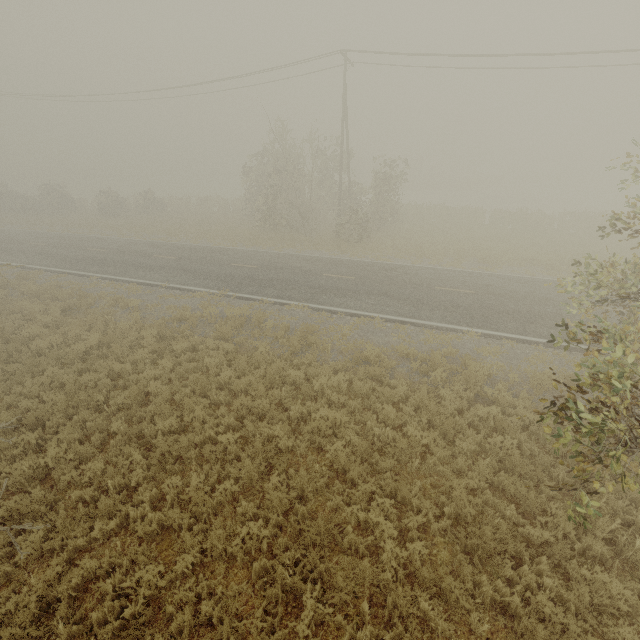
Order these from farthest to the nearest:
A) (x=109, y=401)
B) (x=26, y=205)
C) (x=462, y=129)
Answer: (x=462, y=129)
(x=26, y=205)
(x=109, y=401)
